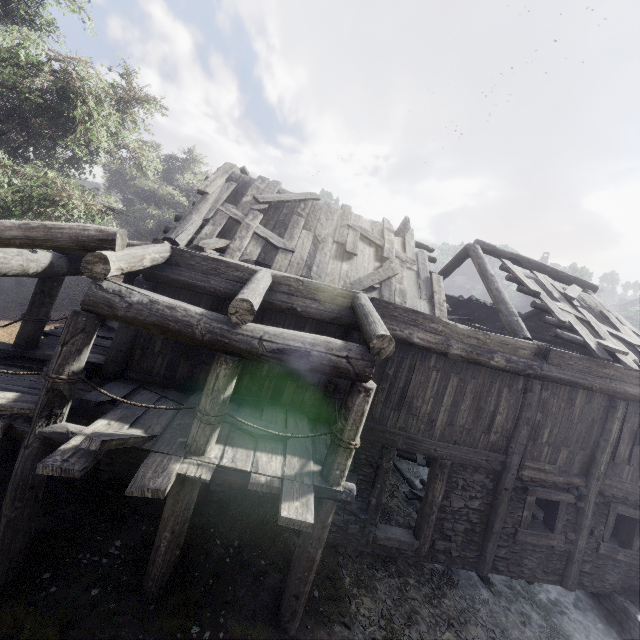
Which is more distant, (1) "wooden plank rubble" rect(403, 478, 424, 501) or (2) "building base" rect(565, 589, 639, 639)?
(1) "wooden plank rubble" rect(403, 478, 424, 501)

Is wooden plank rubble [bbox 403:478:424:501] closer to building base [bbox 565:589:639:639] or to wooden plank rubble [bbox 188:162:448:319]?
building base [bbox 565:589:639:639]

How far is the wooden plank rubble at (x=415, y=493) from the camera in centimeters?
1102cm

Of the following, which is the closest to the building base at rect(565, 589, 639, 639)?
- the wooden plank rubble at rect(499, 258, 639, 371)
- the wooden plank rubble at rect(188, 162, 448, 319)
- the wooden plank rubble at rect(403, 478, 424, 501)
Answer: the wooden plank rubble at rect(403, 478, 424, 501)

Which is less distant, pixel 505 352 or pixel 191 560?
pixel 191 560

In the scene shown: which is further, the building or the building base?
the building base

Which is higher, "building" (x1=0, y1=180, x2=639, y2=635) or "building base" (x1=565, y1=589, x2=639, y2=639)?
"building" (x1=0, y1=180, x2=639, y2=635)

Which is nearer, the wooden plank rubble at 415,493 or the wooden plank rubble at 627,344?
the wooden plank rubble at 627,344
